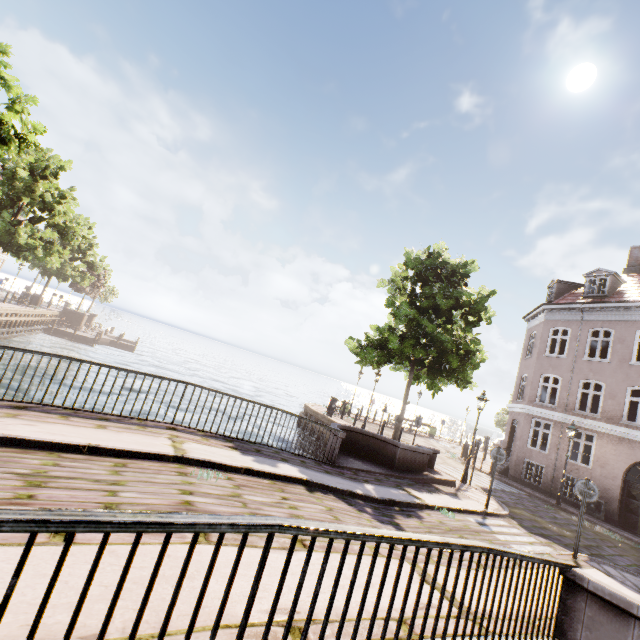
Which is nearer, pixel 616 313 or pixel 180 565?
pixel 180 565

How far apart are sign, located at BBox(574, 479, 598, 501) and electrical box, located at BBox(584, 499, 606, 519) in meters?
10.0 m

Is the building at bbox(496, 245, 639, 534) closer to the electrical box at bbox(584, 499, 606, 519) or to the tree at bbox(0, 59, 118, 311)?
the electrical box at bbox(584, 499, 606, 519)

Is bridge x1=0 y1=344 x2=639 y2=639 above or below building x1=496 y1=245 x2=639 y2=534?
below

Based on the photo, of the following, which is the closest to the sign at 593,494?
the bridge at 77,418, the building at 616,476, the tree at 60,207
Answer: the bridge at 77,418

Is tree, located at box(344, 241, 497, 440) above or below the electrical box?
above

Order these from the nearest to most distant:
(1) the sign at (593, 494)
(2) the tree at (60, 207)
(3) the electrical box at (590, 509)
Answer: (1) the sign at (593, 494), (2) the tree at (60, 207), (3) the electrical box at (590, 509)
